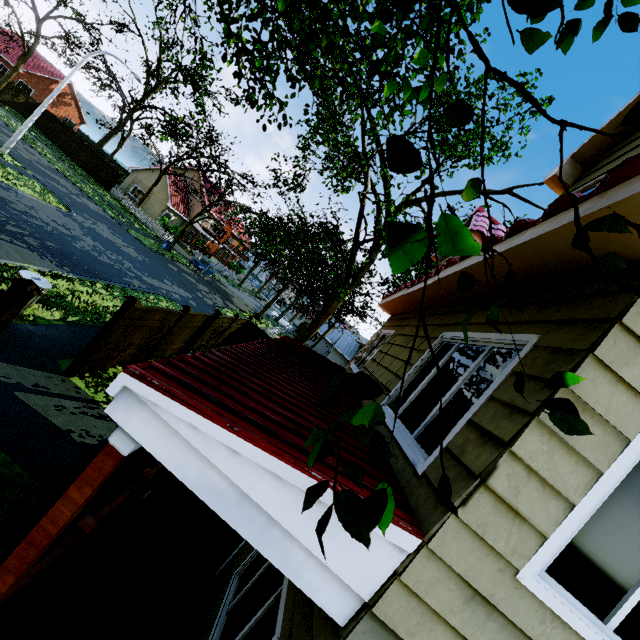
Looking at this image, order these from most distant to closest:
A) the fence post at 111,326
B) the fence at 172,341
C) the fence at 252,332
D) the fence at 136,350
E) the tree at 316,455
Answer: the fence at 252,332 < the fence at 172,341 < the fence at 136,350 < the fence post at 111,326 < the tree at 316,455

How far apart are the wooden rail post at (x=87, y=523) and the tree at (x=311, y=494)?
3.07m

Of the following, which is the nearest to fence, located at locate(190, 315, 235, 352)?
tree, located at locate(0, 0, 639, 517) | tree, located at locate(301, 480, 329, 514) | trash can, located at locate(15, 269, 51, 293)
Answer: tree, located at locate(0, 0, 639, 517)

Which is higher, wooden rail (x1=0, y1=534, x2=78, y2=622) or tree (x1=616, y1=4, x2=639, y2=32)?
tree (x1=616, y1=4, x2=639, y2=32)

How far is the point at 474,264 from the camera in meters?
3.6 m

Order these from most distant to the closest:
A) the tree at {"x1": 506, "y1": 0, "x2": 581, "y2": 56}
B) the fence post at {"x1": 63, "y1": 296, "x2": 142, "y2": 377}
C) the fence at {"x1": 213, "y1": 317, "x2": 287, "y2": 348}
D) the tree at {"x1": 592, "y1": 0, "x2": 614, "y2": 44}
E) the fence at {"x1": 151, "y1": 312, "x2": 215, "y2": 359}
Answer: the fence at {"x1": 213, "y1": 317, "x2": 287, "y2": 348} < the fence at {"x1": 151, "y1": 312, "x2": 215, "y2": 359} < the fence post at {"x1": 63, "y1": 296, "x2": 142, "y2": 377} < the tree at {"x1": 592, "y1": 0, "x2": 614, "y2": 44} < the tree at {"x1": 506, "y1": 0, "x2": 581, "y2": 56}

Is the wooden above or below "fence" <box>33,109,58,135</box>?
above

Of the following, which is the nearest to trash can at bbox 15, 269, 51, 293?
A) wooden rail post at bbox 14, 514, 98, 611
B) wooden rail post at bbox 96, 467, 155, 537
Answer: wooden rail post at bbox 96, 467, 155, 537
